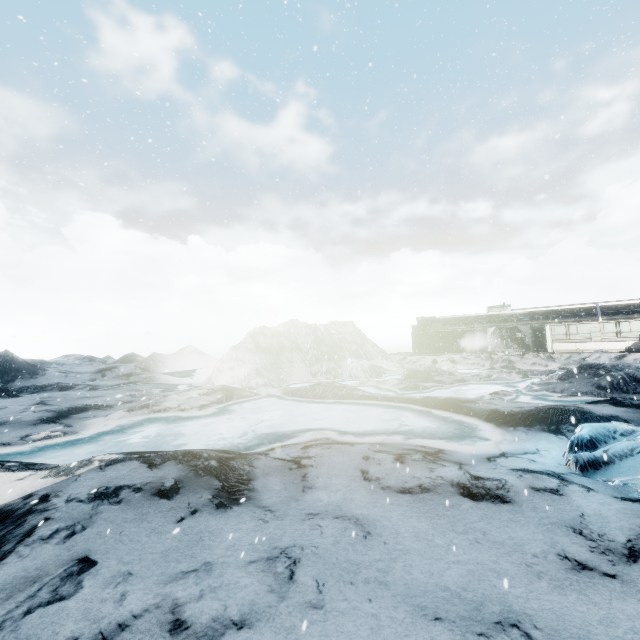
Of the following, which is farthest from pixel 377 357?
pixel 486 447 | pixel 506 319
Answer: pixel 486 447
